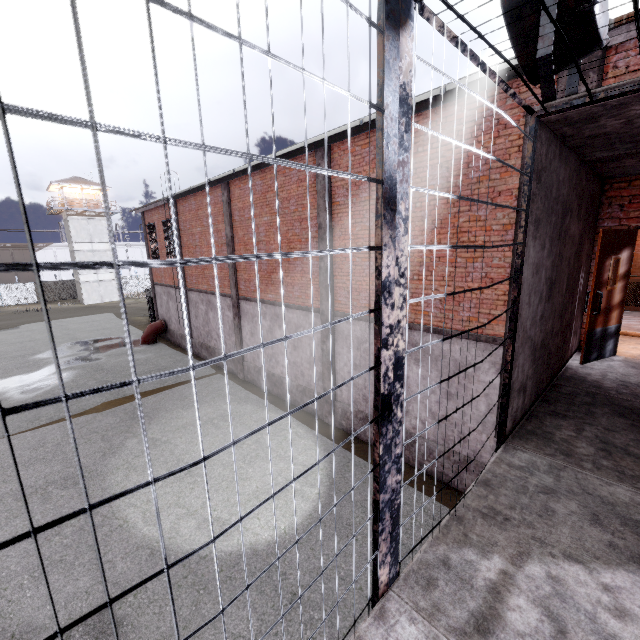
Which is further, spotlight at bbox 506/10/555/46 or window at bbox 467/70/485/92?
window at bbox 467/70/485/92

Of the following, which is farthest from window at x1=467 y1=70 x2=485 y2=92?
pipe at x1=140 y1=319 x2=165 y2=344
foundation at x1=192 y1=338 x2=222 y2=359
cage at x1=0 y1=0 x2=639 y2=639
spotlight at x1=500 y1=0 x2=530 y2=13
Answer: pipe at x1=140 y1=319 x2=165 y2=344

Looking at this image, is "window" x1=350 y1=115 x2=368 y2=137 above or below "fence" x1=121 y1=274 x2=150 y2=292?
above

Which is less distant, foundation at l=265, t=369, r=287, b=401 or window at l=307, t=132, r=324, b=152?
window at l=307, t=132, r=324, b=152

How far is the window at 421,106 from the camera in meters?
6.4

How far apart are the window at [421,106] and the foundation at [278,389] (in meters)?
7.73

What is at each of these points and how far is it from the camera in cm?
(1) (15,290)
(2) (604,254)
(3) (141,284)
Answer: (1) fence, 4191
(2) door, 481
(3) fence, 5206

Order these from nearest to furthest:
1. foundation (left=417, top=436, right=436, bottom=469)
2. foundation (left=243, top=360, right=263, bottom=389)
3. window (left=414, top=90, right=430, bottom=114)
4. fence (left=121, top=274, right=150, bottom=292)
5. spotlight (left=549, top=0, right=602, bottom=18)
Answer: spotlight (left=549, top=0, right=602, bottom=18) → window (left=414, top=90, right=430, bottom=114) → foundation (left=417, top=436, right=436, bottom=469) → foundation (left=243, top=360, right=263, bottom=389) → fence (left=121, top=274, right=150, bottom=292)
